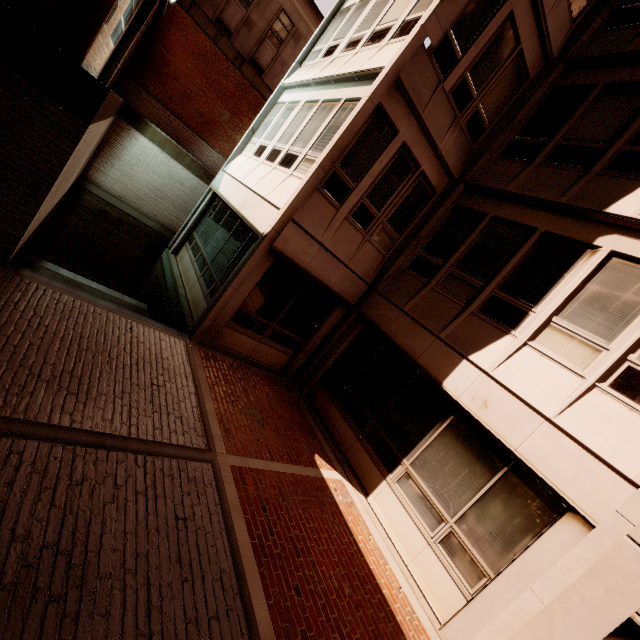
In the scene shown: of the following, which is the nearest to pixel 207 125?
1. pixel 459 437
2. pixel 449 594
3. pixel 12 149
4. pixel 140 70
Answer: pixel 140 70
